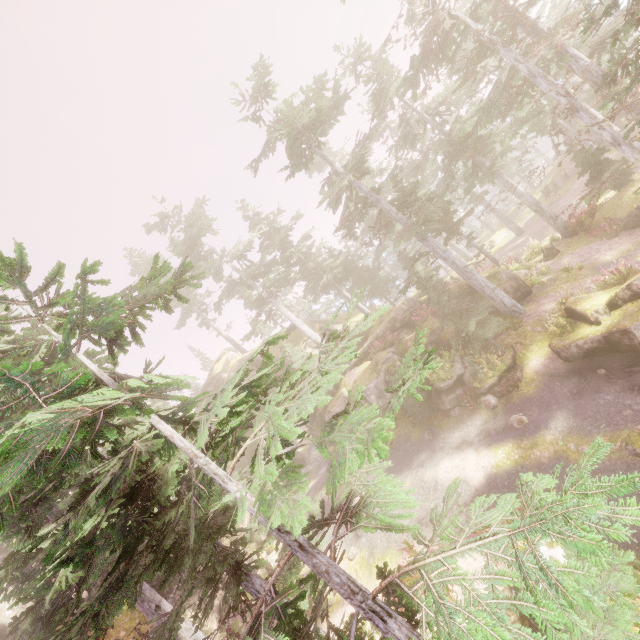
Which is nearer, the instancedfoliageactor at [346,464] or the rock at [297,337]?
the instancedfoliageactor at [346,464]

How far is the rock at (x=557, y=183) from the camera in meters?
34.8

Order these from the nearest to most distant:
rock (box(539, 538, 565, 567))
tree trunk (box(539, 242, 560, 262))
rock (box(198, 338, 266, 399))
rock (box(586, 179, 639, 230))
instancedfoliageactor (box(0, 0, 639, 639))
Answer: instancedfoliageactor (box(0, 0, 639, 639))
rock (box(539, 538, 565, 567))
rock (box(586, 179, 639, 230))
tree trunk (box(539, 242, 560, 262))
rock (box(198, 338, 266, 399))

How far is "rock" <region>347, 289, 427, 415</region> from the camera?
23.03m

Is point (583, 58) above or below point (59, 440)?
below

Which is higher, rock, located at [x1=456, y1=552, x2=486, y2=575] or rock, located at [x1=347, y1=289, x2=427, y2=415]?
rock, located at [x1=347, y1=289, x2=427, y2=415]

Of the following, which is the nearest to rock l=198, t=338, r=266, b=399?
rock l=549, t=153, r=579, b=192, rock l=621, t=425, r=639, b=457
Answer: rock l=621, t=425, r=639, b=457

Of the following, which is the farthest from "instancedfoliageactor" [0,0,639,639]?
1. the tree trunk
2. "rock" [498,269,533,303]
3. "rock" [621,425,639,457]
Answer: "rock" [621,425,639,457]
